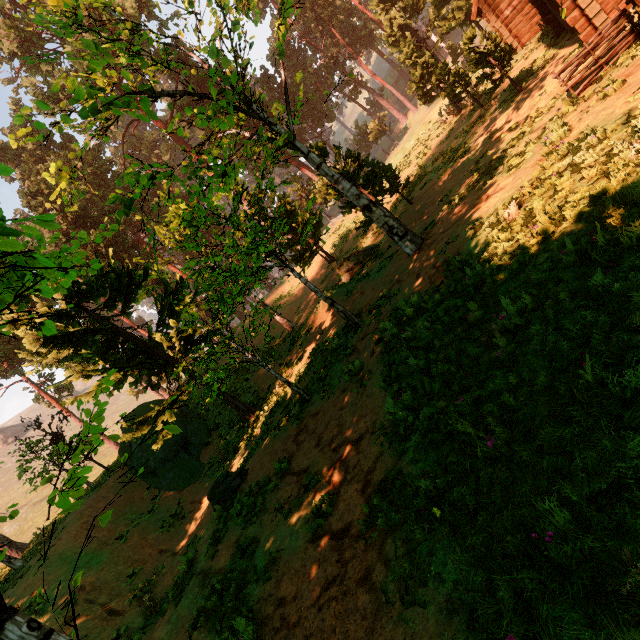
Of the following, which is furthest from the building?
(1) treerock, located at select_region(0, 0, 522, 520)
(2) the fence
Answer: (2) the fence

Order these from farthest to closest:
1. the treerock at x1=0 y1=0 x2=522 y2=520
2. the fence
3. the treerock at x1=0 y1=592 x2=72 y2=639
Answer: the fence < the treerock at x1=0 y1=0 x2=522 y2=520 < the treerock at x1=0 y1=592 x2=72 y2=639

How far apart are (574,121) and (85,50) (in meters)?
40.66

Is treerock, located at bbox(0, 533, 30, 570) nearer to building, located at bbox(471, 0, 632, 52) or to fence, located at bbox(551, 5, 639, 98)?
building, located at bbox(471, 0, 632, 52)

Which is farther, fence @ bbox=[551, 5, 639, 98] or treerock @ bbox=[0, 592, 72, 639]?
fence @ bbox=[551, 5, 639, 98]

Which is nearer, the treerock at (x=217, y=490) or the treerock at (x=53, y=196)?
the treerock at (x=53, y=196)

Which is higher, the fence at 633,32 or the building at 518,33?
the building at 518,33
